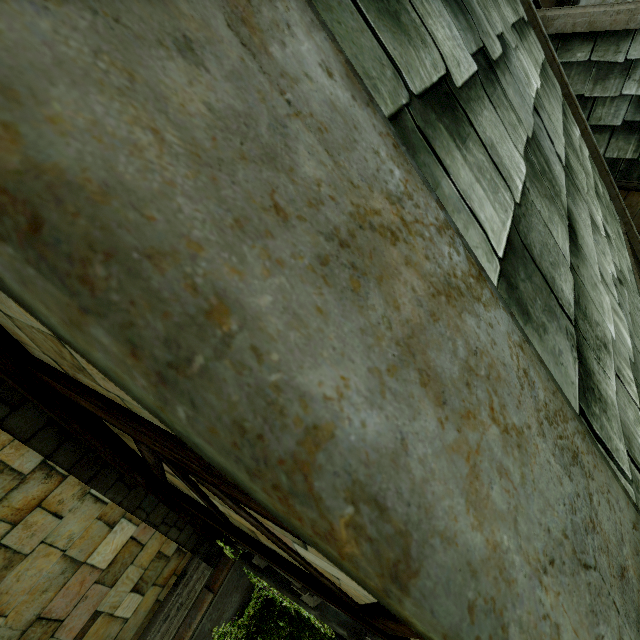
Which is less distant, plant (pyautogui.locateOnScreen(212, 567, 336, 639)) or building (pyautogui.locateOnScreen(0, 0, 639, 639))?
building (pyautogui.locateOnScreen(0, 0, 639, 639))

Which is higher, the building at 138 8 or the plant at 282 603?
the building at 138 8

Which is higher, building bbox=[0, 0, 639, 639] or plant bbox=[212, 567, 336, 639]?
building bbox=[0, 0, 639, 639]

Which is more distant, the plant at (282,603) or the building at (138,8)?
the plant at (282,603)

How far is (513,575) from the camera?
0.6 meters
